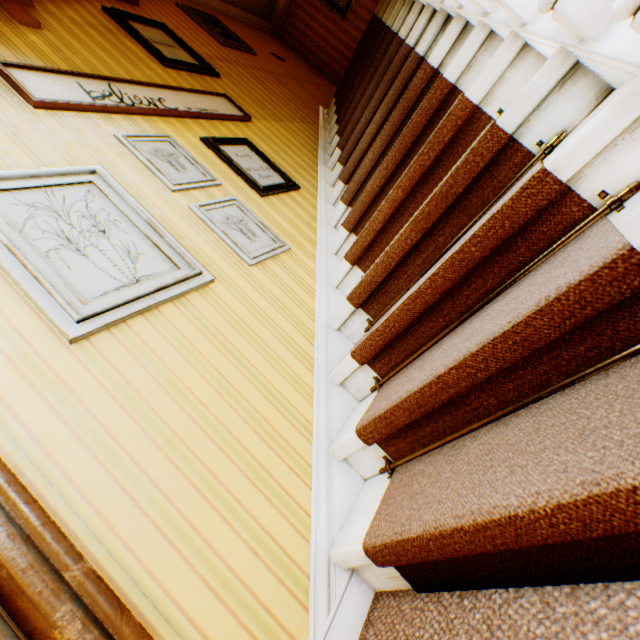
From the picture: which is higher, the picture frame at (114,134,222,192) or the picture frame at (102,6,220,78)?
the picture frame at (102,6,220,78)

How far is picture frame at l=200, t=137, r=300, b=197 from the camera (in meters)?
2.69

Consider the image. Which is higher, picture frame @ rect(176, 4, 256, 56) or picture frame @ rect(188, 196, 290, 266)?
picture frame @ rect(176, 4, 256, 56)

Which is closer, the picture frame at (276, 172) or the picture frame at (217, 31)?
the picture frame at (276, 172)

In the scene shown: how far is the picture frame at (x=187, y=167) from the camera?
2.17m

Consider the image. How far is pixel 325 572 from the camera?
1.23m

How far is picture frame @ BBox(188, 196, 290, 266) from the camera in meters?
2.1 m

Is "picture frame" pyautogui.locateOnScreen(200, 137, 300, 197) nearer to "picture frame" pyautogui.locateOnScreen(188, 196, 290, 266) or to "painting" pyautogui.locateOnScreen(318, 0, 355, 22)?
"picture frame" pyautogui.locateOnScreen(188, 196, 290, 266)
